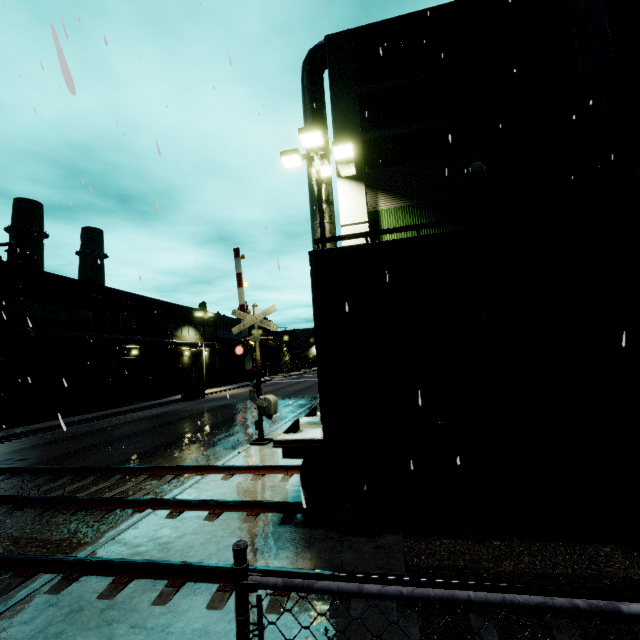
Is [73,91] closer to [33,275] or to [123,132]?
[123,132]

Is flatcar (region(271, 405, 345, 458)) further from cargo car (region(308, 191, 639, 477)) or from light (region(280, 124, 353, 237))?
light (region(280, 124, 353, 237))

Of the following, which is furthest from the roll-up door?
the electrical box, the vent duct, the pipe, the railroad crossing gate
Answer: the railroad crossing gate

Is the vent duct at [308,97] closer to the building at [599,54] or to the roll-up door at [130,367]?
the building at [599,54]

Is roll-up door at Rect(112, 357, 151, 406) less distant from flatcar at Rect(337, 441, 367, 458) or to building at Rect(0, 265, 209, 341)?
building at Rect(0, 265, 209, 341)

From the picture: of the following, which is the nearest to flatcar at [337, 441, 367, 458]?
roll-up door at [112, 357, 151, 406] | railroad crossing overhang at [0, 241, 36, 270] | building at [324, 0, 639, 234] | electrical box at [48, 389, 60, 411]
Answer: building at [324, 0, 639, 234]

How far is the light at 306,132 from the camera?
9.81m

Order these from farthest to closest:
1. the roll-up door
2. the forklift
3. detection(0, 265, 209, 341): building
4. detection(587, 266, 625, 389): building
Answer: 1. the forklift
2. the roll-up door
3. detection(0, 265, 209, 341): building
4. detection(587, 266, 625, 389): building
